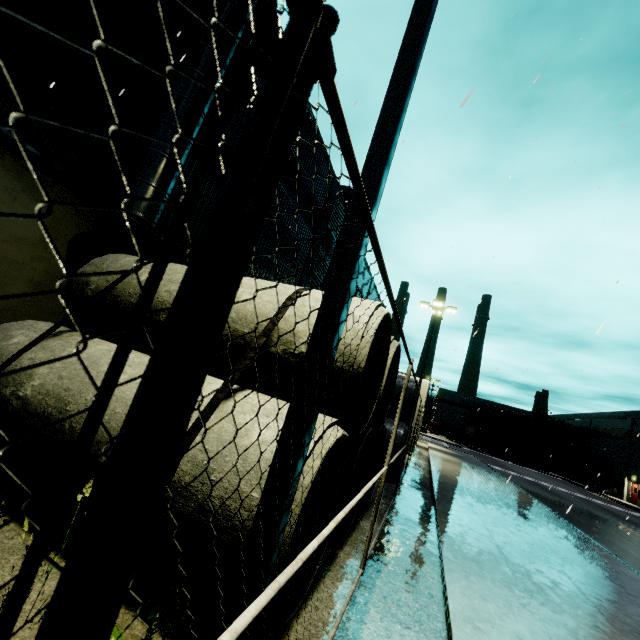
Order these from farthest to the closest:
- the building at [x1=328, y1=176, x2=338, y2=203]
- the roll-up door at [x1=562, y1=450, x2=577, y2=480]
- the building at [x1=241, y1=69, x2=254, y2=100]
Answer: the roll-up door at [x1=562, y1=450, x2=577, y2=480] < the building at [x1=328, y1=176, x2=338, y2=203] < the building at [x1=241, y1=69, x2=254, y2=100]

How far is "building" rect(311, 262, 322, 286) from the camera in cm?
2053

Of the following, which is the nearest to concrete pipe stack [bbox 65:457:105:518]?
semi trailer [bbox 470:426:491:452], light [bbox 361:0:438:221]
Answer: light [bbox 361:0:438:221]

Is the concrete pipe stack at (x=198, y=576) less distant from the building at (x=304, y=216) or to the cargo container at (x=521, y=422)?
the building at (x=304, y=216)

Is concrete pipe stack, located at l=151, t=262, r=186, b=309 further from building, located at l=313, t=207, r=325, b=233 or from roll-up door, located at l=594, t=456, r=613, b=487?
roll-up door, located at l=594, t=456, r=613, b=487

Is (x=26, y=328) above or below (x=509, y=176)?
below

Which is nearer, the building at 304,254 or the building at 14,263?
the building at 14,263

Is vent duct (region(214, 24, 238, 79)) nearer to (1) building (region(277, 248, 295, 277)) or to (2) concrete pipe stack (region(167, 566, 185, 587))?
(1) building (region(277, 248, 295, 277))
